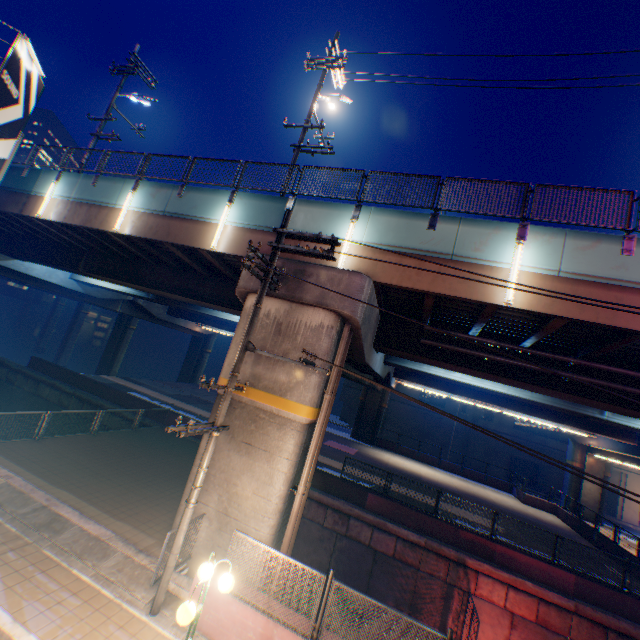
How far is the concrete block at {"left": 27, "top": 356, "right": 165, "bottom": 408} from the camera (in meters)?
21.44

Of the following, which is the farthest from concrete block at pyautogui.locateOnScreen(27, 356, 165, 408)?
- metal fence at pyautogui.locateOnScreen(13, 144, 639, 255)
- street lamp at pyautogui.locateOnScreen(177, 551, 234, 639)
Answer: metal fence at pyautogui.locateOnScreen(13, 144, 639, 255)

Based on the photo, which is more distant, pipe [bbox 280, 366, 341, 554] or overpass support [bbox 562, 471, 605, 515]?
overpass support [bbox 562, 471, 605, 515]

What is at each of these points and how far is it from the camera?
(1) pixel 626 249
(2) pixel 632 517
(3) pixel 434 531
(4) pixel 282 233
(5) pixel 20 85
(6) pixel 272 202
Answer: (1) metal fence, 8.5m
(2) building, 38.0m
(3) concrete block, 15.3m
(4) electric pole, 8.5m
(5) billboard, 11.3m
(6) overpass support, 11.9m

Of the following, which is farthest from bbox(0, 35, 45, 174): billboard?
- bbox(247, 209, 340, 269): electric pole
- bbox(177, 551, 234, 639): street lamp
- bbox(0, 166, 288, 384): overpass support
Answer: bbox(177, 551, 234, 639): street lamp

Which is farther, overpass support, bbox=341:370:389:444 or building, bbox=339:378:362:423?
building, bbox=339:378:362:423

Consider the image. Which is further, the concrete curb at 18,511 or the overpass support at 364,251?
the overpass support at 364,251

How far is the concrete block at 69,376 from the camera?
21.4m
